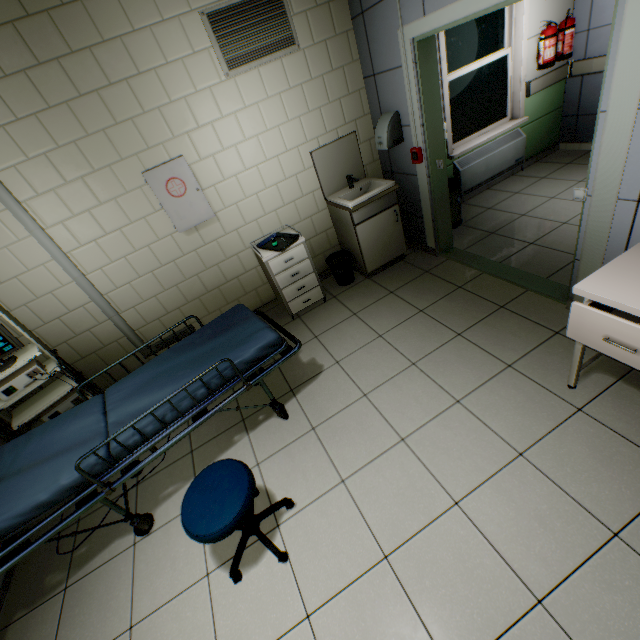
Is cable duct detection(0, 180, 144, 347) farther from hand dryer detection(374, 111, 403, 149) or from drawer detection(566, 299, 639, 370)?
drawer detection(566, 299, 639, 370)

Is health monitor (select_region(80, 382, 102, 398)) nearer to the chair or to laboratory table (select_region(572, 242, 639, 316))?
the chair

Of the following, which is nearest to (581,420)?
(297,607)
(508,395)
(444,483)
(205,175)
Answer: (508,395)

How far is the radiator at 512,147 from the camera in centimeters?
439cm

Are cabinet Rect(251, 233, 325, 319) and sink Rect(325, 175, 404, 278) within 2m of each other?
yes

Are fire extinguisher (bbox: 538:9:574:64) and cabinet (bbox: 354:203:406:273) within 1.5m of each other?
no

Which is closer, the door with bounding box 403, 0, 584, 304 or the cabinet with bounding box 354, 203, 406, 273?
the door with bounding box 403, 0, 584, 304

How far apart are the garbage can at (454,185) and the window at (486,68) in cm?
60
